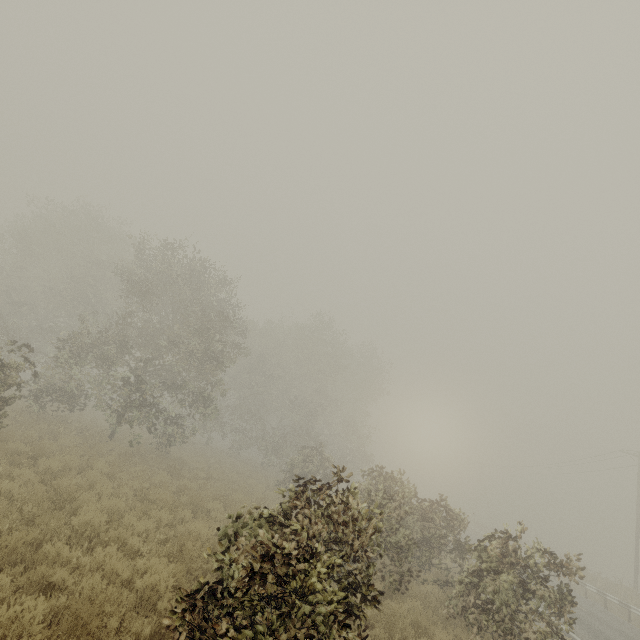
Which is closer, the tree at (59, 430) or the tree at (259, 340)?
the tree at (259, 340)

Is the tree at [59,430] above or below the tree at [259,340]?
below

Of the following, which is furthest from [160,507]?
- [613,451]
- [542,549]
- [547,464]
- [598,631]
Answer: [547,464]

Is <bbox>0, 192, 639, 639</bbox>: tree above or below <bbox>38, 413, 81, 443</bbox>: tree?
above

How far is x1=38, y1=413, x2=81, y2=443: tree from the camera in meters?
13.7 m

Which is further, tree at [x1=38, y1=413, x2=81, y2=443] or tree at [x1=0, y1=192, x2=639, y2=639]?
tree at [x1=38, y1=413, x2=81, y2=443]
